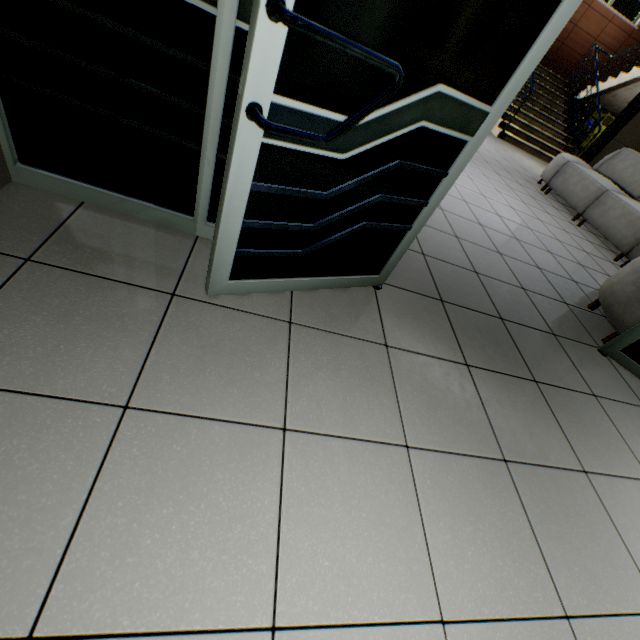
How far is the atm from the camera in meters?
9.5 m

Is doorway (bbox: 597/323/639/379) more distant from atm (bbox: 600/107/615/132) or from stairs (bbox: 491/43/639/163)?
atm (bbox: 600/107/615/132)

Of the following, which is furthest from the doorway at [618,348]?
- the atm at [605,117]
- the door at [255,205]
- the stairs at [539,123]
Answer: the atm at [605,117]

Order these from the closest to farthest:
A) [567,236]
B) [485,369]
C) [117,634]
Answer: [117,634], [485,369], [567,236]

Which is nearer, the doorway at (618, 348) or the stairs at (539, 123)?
the doorway at (618, 348)

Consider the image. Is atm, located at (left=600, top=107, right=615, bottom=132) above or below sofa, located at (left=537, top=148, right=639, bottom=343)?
above

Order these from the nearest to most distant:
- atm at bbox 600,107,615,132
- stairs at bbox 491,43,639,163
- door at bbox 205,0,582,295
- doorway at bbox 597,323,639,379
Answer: door at bbox 205,0,582,295
doorway at bbox 597,323,639,379
stairs at bbox 491,43,639,163
atm at bbox 600,107,615,132

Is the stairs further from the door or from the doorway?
the door
